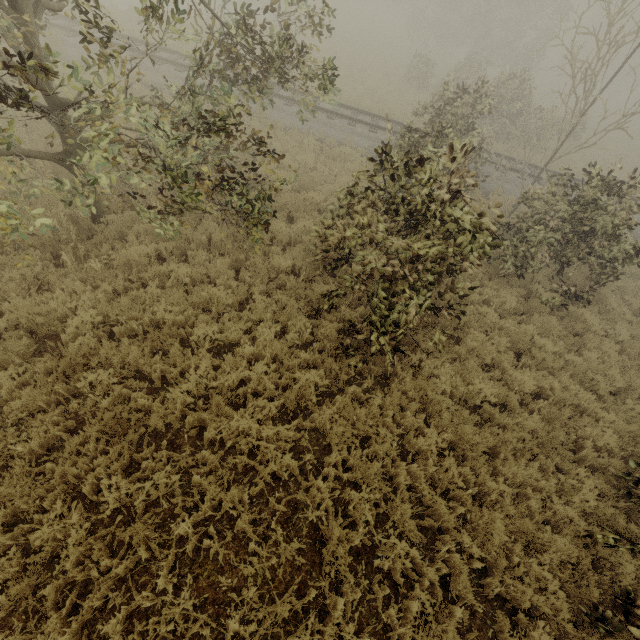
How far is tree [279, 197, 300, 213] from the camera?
9.2 meters

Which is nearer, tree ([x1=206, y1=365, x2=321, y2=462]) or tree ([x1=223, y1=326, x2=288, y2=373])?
tree ([x1=206, y1=365, x2=321, y2=462])

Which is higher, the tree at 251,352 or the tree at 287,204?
the tree at 287,204

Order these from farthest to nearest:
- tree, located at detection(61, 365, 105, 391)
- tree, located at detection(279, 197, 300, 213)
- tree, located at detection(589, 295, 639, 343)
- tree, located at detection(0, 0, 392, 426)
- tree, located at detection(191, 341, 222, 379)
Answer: tree, located at detection(279, 197, 300, 213)
tree, located at detection(589, 295, 639, 343)
tree, located at detection(191, 341, 222, 379)
tree, located at detection(61, 365, 105, 391)
tree, located at detection(0, 0, 392, 426)

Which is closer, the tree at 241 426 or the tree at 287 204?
the tree at 241 426

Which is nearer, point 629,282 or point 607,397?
point 607,397

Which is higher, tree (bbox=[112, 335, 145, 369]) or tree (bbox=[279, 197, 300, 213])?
tree (bbox=[112, 335, 145, 369])
